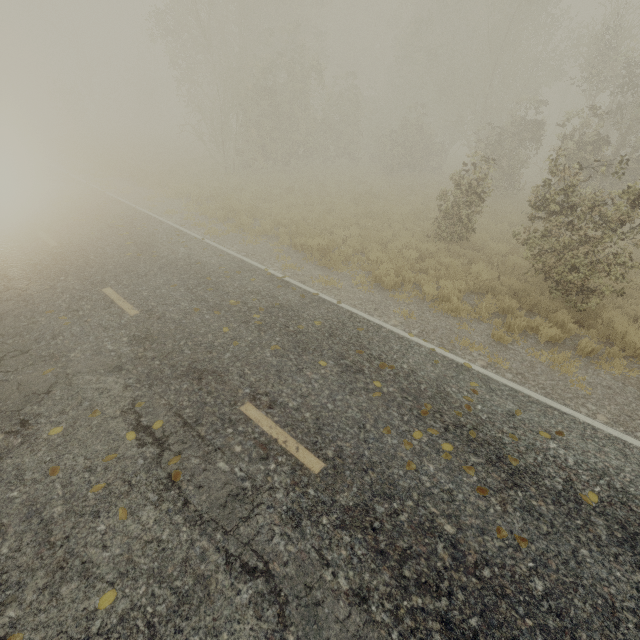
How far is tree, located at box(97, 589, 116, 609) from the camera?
2.84m

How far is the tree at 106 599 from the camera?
2.84m

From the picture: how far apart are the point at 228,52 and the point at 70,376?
26.60m
